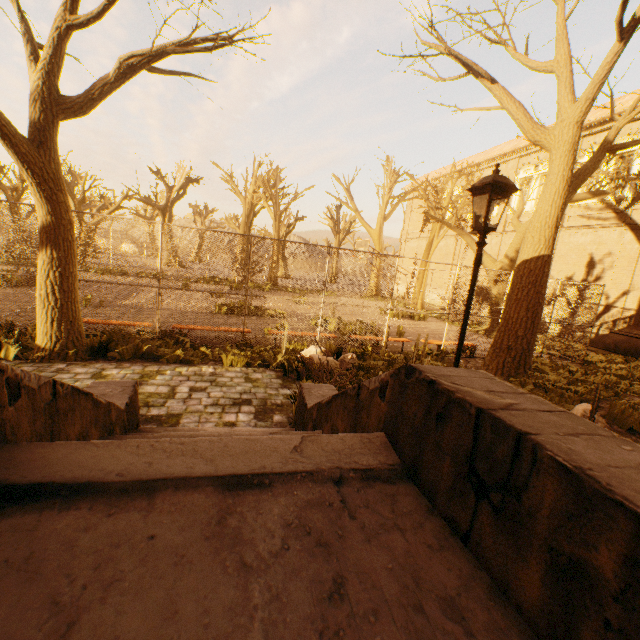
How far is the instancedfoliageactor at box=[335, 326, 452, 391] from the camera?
6.7 meters

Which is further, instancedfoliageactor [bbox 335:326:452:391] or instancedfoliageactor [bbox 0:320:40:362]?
instancedfoliageactor [bbox 335:326:452:391]

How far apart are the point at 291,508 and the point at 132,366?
6.1 meters

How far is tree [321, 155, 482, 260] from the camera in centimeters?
1587cm

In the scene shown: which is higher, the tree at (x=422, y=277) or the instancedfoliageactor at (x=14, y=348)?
the tree at (x=422, y=277)

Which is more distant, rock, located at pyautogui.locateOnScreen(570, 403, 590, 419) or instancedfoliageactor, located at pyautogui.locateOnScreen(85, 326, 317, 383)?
instancedfoliageactor, located at pyautogui.locateOnScreen(85, 326, 317, 383)

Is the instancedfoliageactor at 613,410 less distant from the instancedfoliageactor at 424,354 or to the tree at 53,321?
the tree at 53,321

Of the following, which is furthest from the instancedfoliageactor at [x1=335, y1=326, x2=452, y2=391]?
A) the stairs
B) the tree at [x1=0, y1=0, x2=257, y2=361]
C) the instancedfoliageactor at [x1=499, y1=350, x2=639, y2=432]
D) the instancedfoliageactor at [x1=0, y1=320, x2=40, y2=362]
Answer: the instancedfoliageactor at [x1=499, y1=350, x2=639, y2=432]
